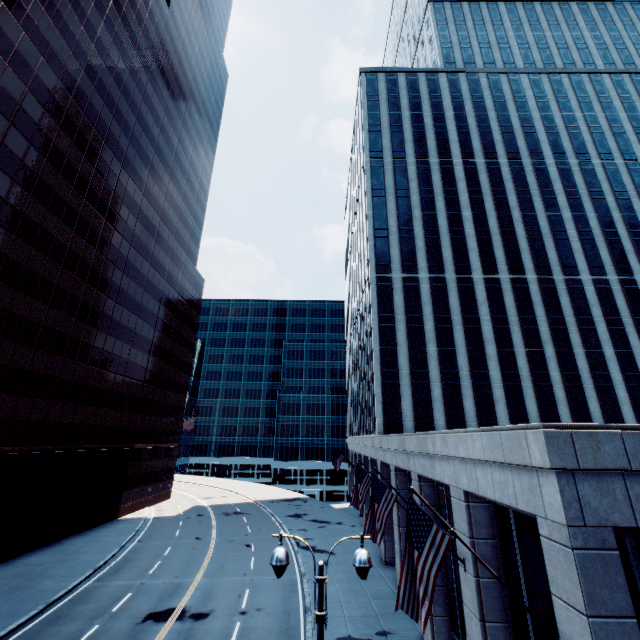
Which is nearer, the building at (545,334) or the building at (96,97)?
the building at (545,334)

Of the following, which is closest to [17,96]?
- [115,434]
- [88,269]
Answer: [88,269]

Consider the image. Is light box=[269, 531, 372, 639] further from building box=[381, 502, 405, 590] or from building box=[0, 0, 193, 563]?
building box=[0, 0, 193, 563]

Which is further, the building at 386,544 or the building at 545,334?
the building at 386,544

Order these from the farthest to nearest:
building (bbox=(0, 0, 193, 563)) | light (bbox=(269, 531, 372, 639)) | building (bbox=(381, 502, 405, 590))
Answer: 1. building (bbox=(0, 0, 193, 563))
2. building (bbox=(381, 502, 405, 590))
3. light (bbox=(269, 531, 372, 639))

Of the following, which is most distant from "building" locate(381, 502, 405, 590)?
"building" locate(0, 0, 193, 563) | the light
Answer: "building" locate(0, 0, 193, 563)
